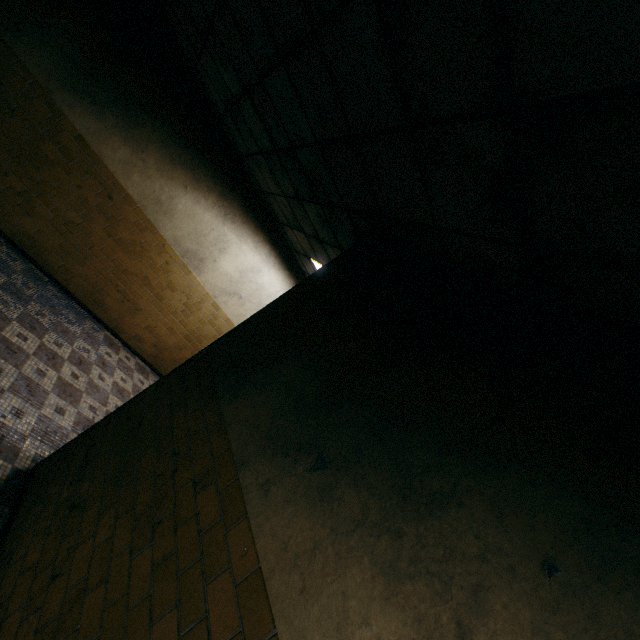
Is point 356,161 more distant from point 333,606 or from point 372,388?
point 333,606
